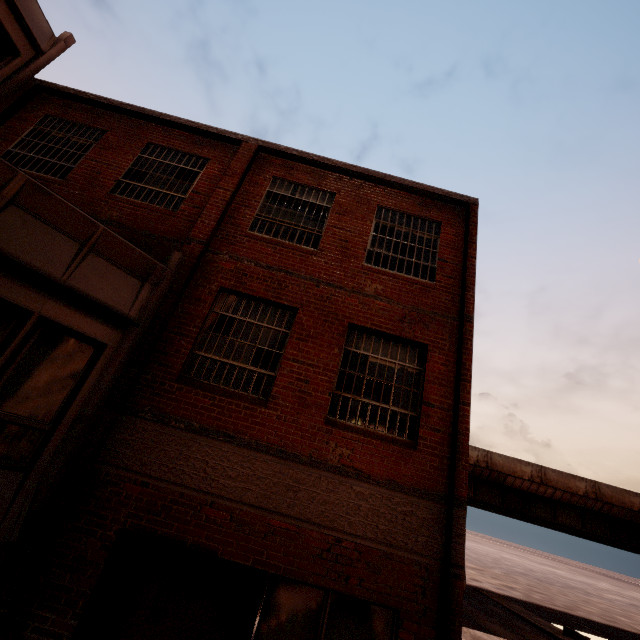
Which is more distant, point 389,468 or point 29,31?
point 29,31
